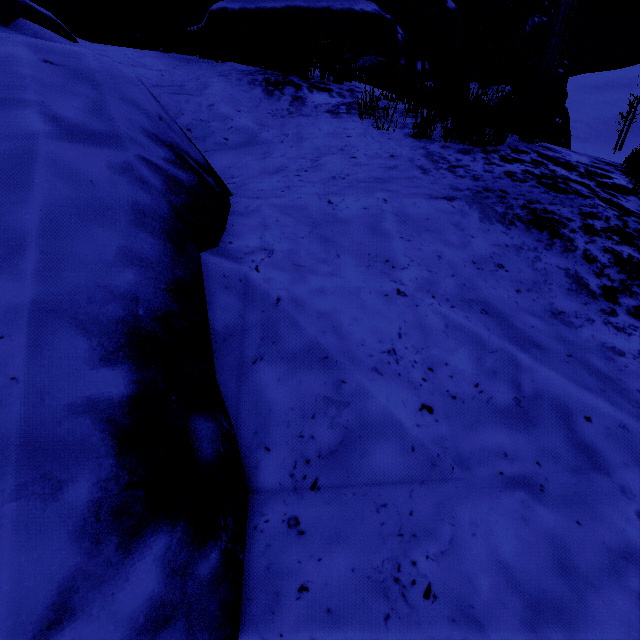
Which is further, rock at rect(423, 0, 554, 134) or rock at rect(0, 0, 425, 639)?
rock at rect(423, 0, 554, 134)

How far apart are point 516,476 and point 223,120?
5.18m

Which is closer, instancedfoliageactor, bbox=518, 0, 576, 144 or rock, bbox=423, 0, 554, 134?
instancedfoliageactor, bbox=518, 0, 576, 144

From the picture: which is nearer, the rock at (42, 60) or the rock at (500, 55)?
the rock at (42, 60)

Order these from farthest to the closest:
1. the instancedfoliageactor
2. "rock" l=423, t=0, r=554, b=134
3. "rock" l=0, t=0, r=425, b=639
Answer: "rock" l=423, t=0, r=554, b=134, the instancedfoliageactor, "rock" l=0, t=0, r=425, b=639

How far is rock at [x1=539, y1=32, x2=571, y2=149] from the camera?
4.1m

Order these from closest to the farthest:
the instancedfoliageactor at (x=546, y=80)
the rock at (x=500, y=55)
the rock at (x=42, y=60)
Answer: the rock at (x=42, y=60) → the instancedfoliageactor at (x=546, y=80) → the rock at (x=500, y=55)
